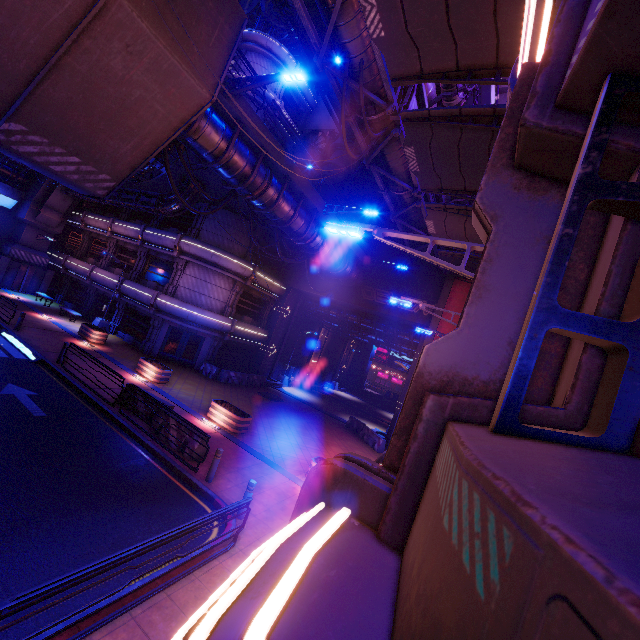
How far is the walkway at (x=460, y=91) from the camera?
13.66m

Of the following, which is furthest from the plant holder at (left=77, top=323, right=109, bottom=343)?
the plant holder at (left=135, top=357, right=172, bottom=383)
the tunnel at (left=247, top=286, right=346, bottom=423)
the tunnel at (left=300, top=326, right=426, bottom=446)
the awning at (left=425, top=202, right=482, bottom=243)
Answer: the awning at (left=425, top=202, right=482, bottom=243)

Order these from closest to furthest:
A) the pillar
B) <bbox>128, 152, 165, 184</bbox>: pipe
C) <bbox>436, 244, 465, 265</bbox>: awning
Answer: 1. <bbox>128, 152, 165, 184</bbox>: pipe
2. <bbox>436, 244, 465, 265</bbox>: awning
3. the pillar

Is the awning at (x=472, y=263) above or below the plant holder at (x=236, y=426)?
above

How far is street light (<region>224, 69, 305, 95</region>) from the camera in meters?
9.8 m

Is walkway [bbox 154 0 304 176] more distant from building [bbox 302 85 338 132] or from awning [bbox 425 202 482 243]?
building [bbox 302 85 338 132]

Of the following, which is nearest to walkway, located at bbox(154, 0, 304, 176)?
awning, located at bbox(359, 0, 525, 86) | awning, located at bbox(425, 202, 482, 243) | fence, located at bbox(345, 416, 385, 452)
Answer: awning, located at bbox(359, 0, 525, 86)

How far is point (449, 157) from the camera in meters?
10.6 m
